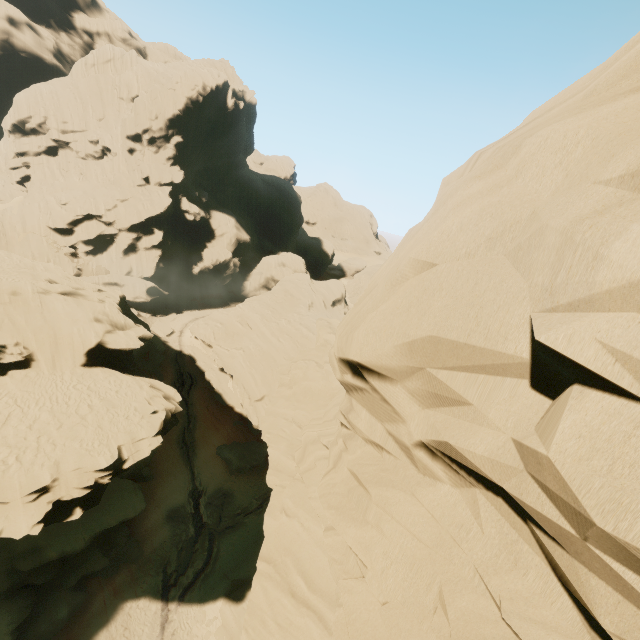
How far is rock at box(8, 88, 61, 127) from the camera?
59.2 meters

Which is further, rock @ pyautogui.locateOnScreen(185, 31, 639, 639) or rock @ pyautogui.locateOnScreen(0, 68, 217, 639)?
rock @ pyautogui.locateOnScreen(0, 68, 217, 639)

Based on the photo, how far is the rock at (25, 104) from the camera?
59.2 meters

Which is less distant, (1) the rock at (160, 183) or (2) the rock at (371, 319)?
(2) the rock at (371, 319)

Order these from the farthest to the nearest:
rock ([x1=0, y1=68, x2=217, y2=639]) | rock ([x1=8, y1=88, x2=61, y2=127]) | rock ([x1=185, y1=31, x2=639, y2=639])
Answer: rock ([x1=8, y1=88, x2=61, y2=127]) < rock ([x1=0, y1=68, x2=217, y2=639]) < rock ([x1=185, y1=31, x2=639, y2=639])

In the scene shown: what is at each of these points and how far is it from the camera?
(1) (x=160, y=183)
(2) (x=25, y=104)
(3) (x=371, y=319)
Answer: (1) rock, 59.8m
(2) rock, 59.3m
(3) rock, 6.0m

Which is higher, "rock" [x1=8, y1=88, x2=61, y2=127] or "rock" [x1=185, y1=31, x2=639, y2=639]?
"rock" [x1=8, y1=88, x2=61, y2=127]
